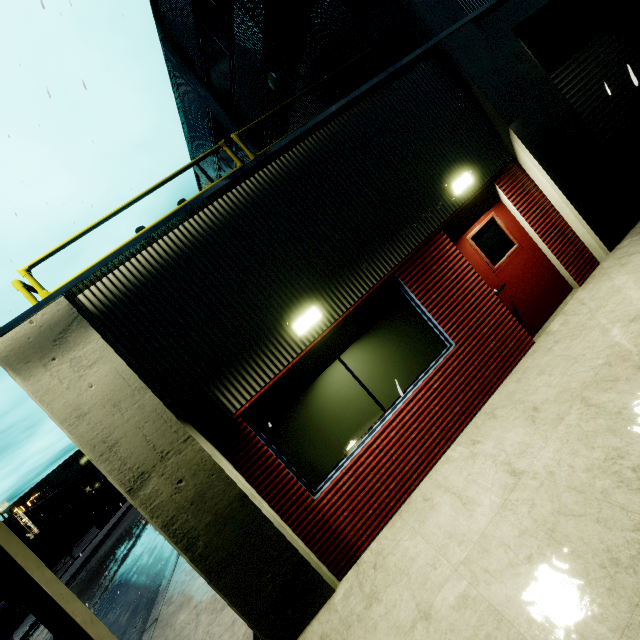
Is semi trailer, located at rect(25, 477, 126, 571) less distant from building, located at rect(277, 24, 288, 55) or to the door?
building, located at rect(277, 24, 288, 55)

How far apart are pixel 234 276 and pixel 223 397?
1.6m

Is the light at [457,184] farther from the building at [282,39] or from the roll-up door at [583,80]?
the roll-up door at [583,80]

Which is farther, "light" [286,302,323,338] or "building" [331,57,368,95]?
"building" [331,57,368,95]

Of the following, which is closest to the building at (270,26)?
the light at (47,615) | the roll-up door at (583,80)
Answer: the roll-up door at (583,80)

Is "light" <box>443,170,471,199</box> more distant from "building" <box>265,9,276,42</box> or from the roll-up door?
the roll-up door

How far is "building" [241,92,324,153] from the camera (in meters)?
9.28
